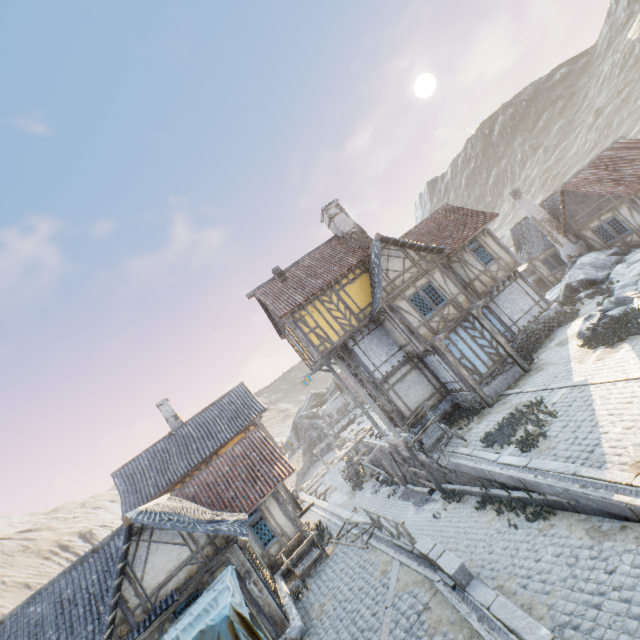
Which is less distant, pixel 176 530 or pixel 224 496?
pixel 176 530

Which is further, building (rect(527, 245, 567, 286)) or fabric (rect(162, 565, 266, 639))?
building (rect(527, 245, 567, 286))

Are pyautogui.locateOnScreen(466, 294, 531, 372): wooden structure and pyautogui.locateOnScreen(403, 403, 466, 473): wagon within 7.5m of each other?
yes

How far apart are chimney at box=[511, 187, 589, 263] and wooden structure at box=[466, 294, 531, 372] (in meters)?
12.52

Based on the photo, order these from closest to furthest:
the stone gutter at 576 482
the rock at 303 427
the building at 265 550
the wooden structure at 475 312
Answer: the stone gutter at 576 482
the building at 265 550
the wooden structure at 475 312
the rock at 303 427

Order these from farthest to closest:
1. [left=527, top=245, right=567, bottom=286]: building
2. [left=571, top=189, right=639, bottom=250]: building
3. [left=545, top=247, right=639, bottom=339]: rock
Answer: [left=527, top=245, right=567, bottom=286]: building, [left=571, top=189, right=639, bottom=250]: building, [left=545, top=247, right=639, bottom=339]: rock

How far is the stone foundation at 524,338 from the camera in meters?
17.8

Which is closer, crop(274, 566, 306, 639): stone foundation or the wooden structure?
crop(274, 566, 306, 639): stone foundation
